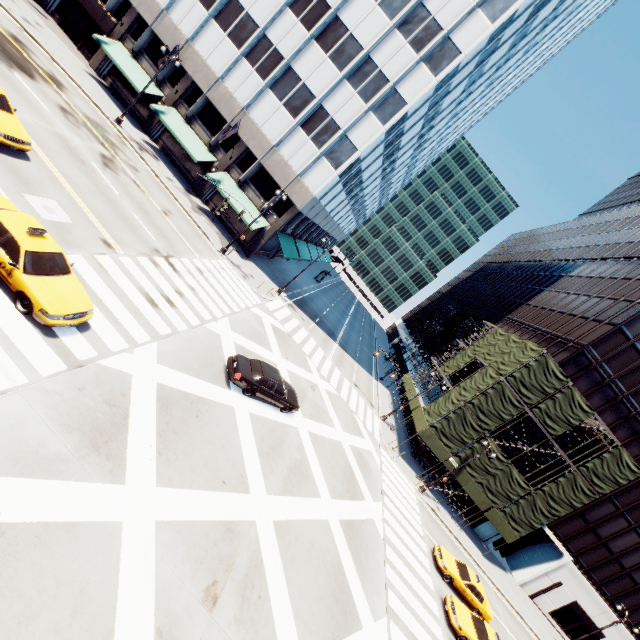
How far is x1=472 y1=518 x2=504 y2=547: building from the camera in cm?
3369

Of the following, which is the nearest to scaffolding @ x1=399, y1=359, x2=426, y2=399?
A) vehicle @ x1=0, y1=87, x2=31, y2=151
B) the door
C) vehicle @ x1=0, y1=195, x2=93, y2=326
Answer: vehicle @ x1=0, y1=195, x2=93, y2=326

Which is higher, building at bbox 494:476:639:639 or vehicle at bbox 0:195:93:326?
building at bbox 494:476:639:639

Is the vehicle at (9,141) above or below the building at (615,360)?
below

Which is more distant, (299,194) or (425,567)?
(299,194)

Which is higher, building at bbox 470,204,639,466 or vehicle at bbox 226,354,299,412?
building at bbox 470,204,639,466

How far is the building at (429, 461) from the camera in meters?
33.7 m

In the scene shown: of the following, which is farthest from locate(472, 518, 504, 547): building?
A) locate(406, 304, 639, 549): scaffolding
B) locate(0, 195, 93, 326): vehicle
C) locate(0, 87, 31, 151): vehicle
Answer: locate(0, 87, 31, 151): vehicle
